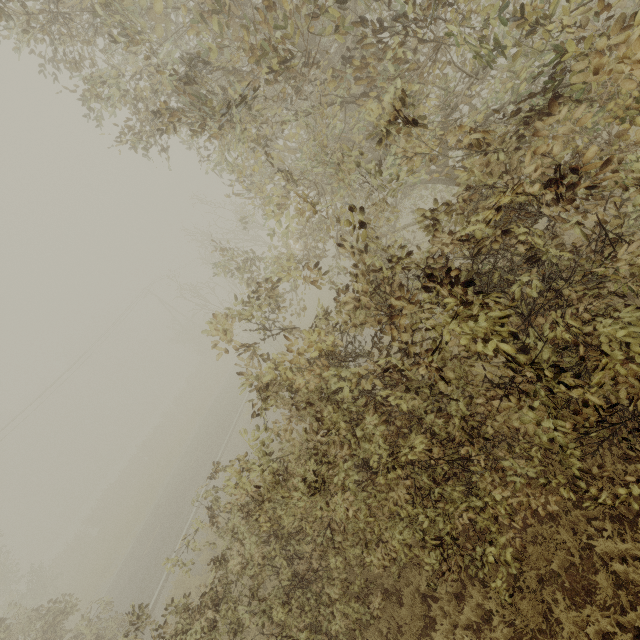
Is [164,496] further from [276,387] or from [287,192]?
[287,192]
